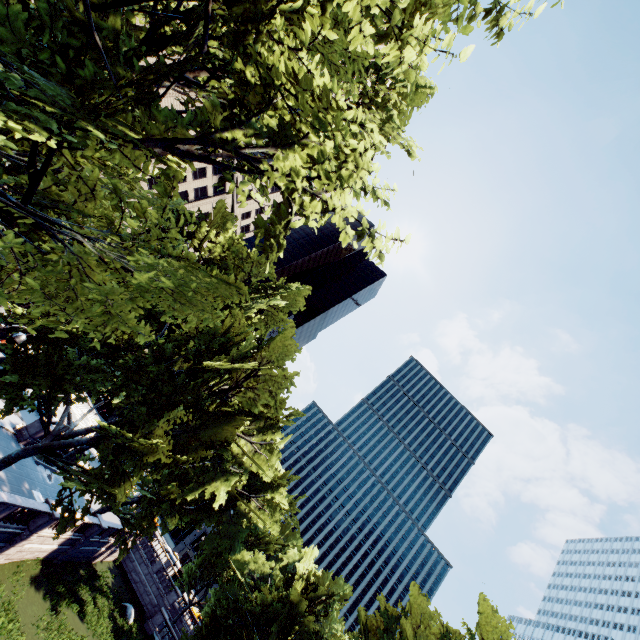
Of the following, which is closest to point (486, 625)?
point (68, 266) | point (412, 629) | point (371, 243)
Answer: point (412, 629)
